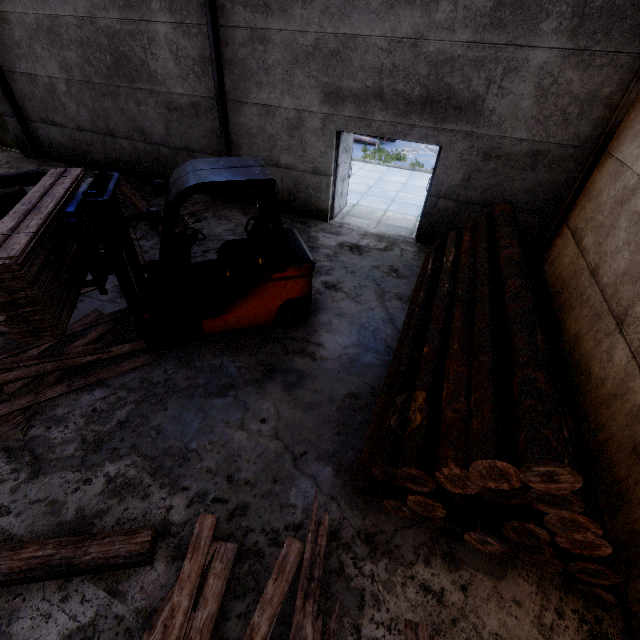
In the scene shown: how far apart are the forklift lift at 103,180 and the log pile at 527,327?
4.00m

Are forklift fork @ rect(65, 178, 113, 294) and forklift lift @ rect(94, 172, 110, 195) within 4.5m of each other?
yes

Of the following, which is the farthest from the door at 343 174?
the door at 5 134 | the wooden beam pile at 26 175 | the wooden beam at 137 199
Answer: the door at 5 134

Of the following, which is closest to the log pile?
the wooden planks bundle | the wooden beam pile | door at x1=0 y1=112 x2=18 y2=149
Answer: the wooden planks bundle

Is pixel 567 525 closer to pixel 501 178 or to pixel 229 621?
pixel 229 621

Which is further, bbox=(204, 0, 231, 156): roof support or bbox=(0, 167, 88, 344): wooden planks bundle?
bbox=(204, 0, 231, 156): roof support

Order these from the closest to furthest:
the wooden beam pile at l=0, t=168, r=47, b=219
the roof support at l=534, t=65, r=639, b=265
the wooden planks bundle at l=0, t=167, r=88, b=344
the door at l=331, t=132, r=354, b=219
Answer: the wooden planks bundle at l=0, t=167, r=88, b=344 → the roof support at l=534, t=65, r=639, b=265 → the wooden beam pile at l=0, t=168, r=47, b=219 → the door at l=331, t=132, r=354, b=219

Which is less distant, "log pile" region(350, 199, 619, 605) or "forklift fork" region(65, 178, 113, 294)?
"log pile" region(350, 199, 619, 605)
